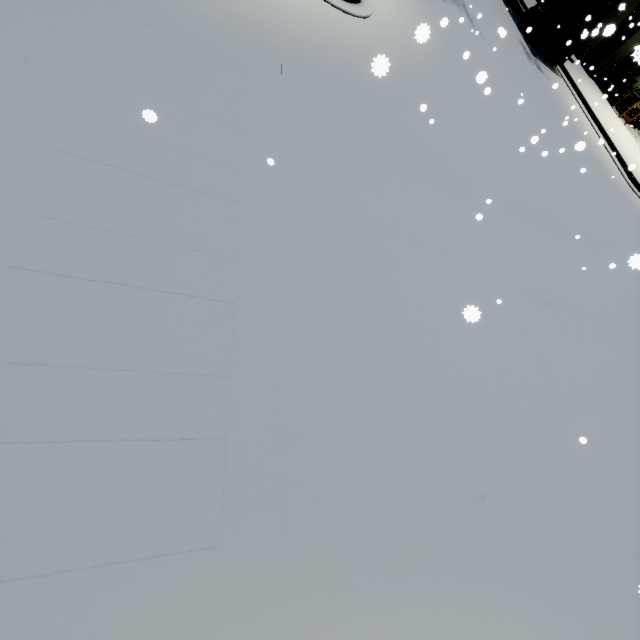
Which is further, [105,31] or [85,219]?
[105,31]

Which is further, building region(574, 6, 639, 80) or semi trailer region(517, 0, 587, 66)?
building region(574, 6, 639, 80)

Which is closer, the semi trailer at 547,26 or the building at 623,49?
the semi trailer at 547,26
